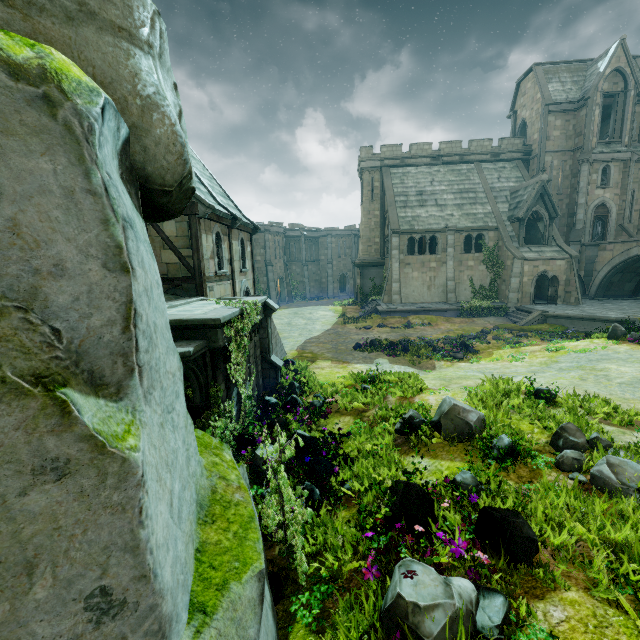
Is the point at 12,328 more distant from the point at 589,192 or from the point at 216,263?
the point at 589,192

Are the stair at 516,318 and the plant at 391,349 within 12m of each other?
yes

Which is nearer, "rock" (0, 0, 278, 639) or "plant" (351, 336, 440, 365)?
"rock" (0, 0, 278, 639)

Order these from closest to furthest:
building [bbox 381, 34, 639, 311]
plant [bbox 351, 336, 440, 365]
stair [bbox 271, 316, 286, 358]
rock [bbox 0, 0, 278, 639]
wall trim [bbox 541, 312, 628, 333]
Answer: rock [bbox 0, 0, 278, 639], stair [bbox 271, 316, 286, 358], plant [bbox 351, 336, 440, 365], wall trim [bbox 541, 312, 628, 333], building [bbox 381, 34, 639, 311]

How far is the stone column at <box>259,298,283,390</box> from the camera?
13.02m

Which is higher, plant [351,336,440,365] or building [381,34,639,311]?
building [381,34,639,311]

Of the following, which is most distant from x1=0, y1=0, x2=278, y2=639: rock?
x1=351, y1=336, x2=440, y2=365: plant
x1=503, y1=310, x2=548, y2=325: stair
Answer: x1=503, y1=310, x2=548, y2=325: stair

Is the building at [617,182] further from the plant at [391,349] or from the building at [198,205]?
the building at [198,205]
